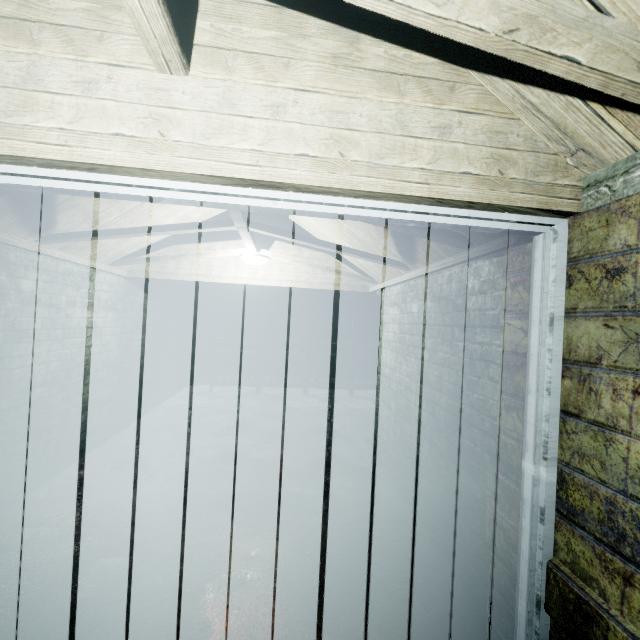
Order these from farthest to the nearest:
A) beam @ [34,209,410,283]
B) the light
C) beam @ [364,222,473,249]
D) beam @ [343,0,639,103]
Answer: the light
beam @ [34,209,410,283]
beam @ [364,222,473,249]
beam @ [343,0,639,103]

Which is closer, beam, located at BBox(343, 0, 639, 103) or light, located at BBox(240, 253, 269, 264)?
beam, located at BBox(343, 0, 639, 103)

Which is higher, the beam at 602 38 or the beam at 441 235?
the beam at 602 38

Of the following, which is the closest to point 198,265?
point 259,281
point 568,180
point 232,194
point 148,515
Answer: point 259,281

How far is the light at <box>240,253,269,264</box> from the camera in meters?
3.6 m

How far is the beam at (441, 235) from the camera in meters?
1.9

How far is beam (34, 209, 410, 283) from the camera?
2.5m
